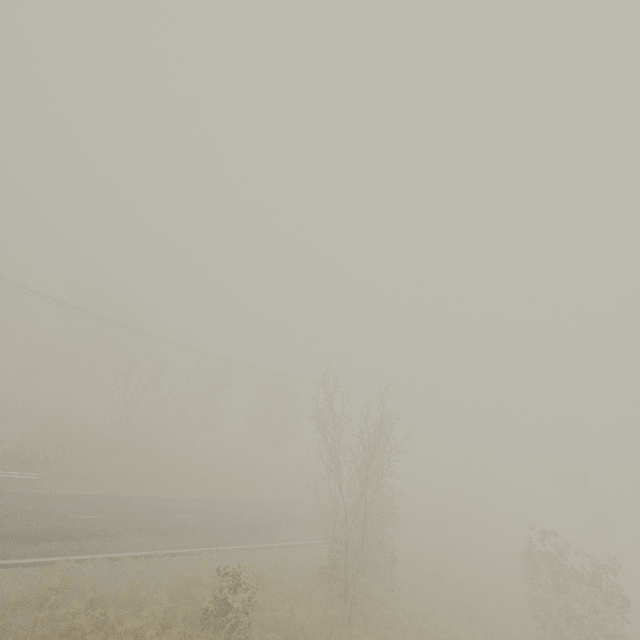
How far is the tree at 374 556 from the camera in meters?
14.6 m

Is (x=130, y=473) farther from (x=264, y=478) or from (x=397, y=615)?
(x=397, y=615)

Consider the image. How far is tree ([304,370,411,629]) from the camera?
14.6 meters
